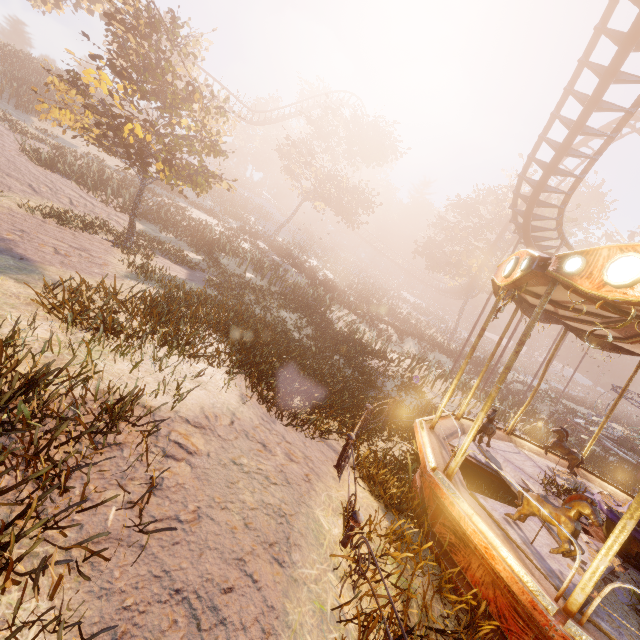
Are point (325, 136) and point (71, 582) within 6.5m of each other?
no

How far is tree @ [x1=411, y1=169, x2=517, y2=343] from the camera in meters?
34.2 m

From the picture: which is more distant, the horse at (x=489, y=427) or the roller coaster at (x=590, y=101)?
the roller coaster at (x=590, y=101)

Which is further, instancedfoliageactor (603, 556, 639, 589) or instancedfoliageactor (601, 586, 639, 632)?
instancedfoliageactor (603, 556, 639, 589)

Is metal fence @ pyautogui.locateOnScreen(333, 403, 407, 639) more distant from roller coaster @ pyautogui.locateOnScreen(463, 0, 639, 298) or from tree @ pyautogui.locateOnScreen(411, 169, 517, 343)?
tree @ pyautogui.locateOnScreen(411, 169, 517, 343)

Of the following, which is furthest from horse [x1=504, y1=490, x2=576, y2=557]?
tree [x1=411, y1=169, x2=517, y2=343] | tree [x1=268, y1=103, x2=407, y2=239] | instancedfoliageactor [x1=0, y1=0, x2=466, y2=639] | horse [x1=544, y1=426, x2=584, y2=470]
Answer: tree [x1=411, y1=169, x2=517, y2=343]

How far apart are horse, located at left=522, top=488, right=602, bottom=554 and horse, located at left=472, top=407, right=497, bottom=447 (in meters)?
2.02

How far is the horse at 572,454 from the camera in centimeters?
802cm
